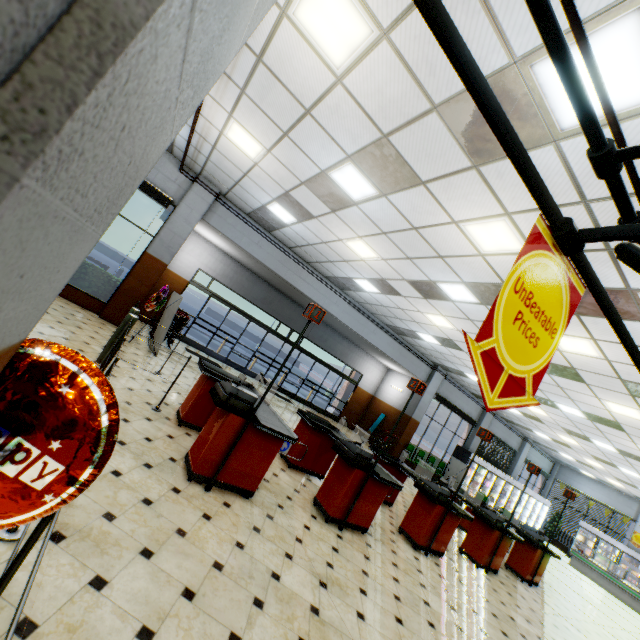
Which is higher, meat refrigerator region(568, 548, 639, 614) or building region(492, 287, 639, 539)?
building region(492, 287, 639, 539)

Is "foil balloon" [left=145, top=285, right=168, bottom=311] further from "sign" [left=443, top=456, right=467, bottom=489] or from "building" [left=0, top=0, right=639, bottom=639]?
"sign" [left=443, top=456, right=467, bottom=489]

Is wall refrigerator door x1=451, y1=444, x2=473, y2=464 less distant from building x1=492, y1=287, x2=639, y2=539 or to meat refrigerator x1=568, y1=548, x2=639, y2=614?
building x1=492, y1=287, x2=639, y2=539

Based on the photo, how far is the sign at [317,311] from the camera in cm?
397

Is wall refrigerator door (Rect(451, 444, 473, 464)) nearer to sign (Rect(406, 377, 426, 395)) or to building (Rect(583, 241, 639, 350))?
building (Rect(583, 241, 639, 350))

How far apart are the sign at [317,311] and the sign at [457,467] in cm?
1206

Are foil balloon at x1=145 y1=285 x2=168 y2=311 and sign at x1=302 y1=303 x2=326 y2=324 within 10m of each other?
yes

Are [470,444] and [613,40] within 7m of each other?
no
